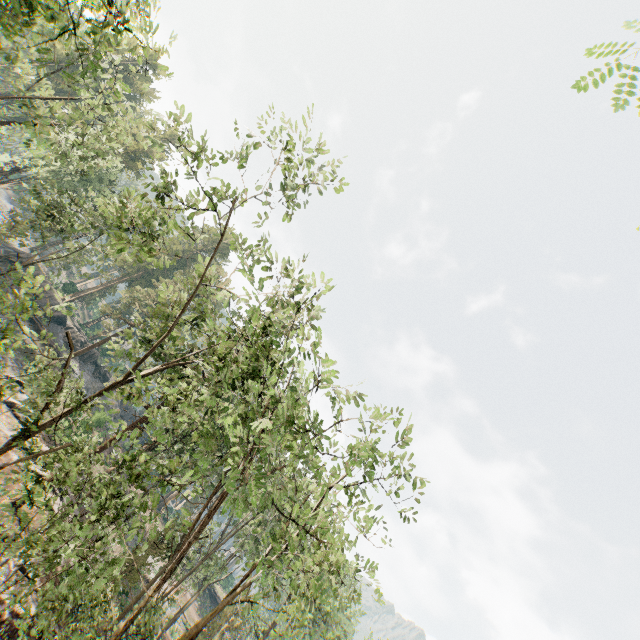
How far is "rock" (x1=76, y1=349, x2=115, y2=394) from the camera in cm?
4628

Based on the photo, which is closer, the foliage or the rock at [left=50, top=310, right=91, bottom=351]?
the foliage

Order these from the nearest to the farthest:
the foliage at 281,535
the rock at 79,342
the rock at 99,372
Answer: the foliage at 281,535, the rock at 79,342, the rock at 99,372

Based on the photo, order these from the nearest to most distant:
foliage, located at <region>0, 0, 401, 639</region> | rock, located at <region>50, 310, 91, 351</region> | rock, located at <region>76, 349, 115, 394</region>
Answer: foliage, located at <region>0, 0, 401, 639</region> < rock, located at <region>50, 310, 91, 351</region> < rock, located at <region>76, 349, 115, 394</region>

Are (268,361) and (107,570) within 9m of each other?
no

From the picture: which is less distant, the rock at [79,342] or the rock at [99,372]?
the rock at [79,342]

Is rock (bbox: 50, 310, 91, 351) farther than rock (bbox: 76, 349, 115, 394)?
No
